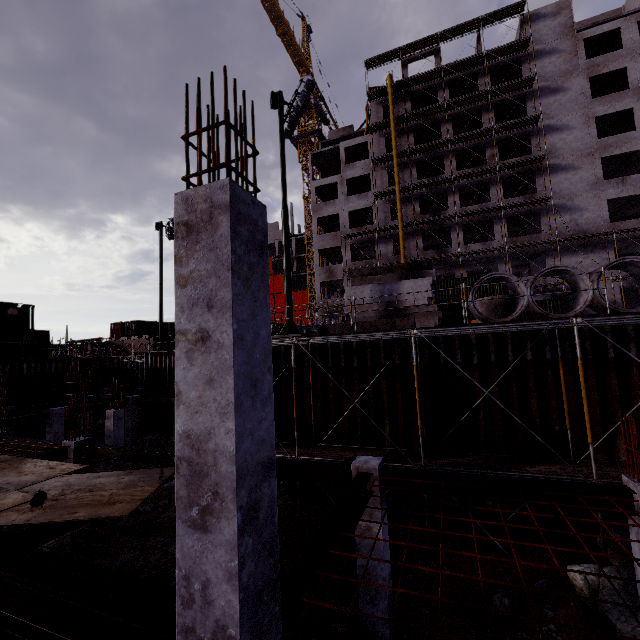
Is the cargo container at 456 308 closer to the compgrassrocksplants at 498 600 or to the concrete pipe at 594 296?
the concrete pipe at 594 296

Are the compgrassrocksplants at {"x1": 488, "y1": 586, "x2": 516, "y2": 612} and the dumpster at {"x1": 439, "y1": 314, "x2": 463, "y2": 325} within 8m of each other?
no

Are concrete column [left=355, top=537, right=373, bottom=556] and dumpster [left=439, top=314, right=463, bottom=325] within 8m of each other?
no

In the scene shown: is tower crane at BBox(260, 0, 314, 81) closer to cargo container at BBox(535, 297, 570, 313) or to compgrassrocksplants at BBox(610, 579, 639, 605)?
cargo container at BBox(535, 297, 570, 313)

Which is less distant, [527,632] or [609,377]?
[527,632]

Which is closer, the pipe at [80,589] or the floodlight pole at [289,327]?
the pipe at [80,589]

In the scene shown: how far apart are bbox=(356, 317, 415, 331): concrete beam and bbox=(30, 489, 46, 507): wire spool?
9.7m

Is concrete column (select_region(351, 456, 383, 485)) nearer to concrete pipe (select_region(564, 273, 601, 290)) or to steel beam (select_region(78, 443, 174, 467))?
steel beam (select_region(78, 443, 174, 467))
